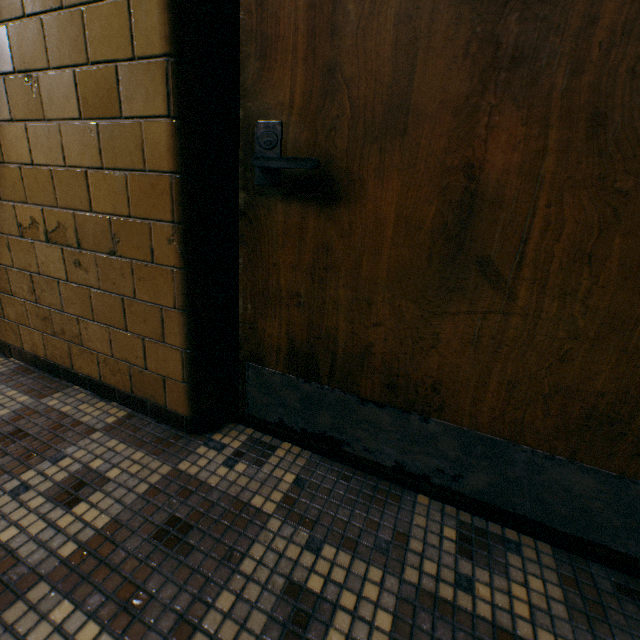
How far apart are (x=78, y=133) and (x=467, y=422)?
1.6m
